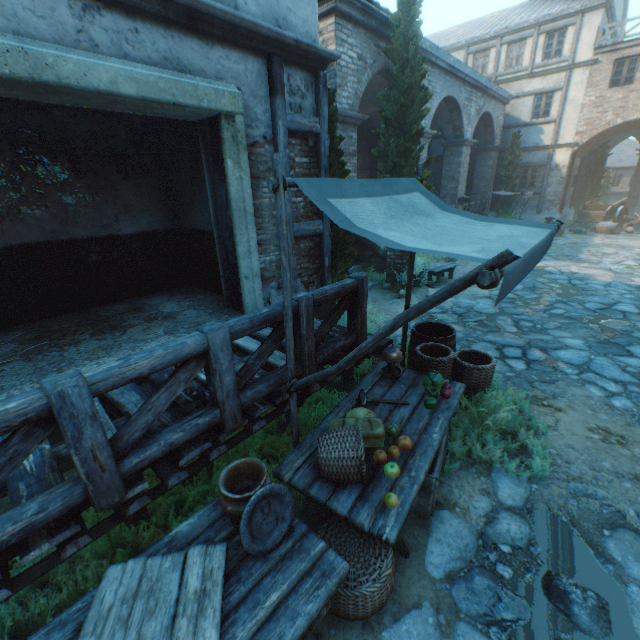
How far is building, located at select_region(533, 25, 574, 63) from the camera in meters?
18.0

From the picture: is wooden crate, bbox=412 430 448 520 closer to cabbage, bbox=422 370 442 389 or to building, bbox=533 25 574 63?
cabbage, bbox=422 370 442 389

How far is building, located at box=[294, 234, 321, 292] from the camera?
5.90m

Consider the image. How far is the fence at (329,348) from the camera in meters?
3.3

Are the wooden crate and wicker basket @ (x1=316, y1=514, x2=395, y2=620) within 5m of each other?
yes

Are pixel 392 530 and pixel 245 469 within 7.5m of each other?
yes

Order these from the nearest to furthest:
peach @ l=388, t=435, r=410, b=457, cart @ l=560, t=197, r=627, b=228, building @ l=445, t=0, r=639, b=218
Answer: peach @ l=388, t=435, r=410, b=457, building @ l=445, t=0, r=639, b=218, cart @ l=560, t=197, r=627, b=228

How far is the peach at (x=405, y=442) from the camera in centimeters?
281cm
